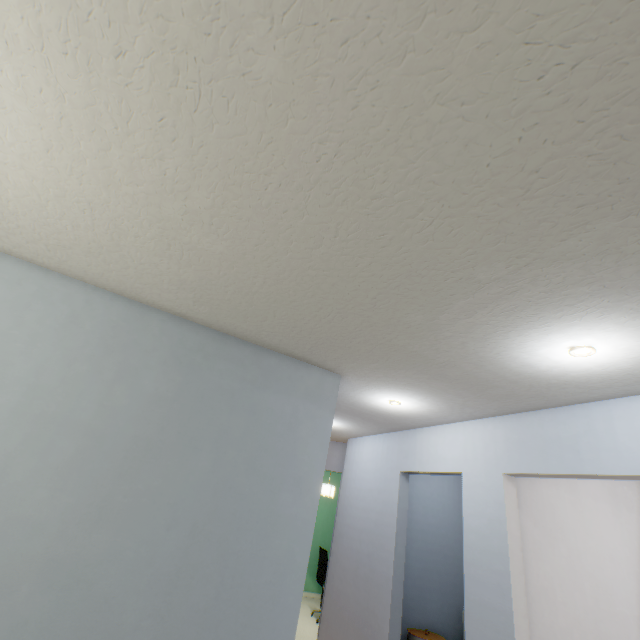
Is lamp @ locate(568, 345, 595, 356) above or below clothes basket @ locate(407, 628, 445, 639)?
above

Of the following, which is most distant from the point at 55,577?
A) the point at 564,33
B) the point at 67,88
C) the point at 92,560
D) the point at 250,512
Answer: the point at 564,33

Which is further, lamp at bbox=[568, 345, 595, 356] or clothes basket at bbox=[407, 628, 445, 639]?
clothes basket at bbox=[407, 628, 445, 639]

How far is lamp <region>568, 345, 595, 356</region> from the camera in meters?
1.4 m

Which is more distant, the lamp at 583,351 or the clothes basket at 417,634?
the clothes basket at 417,634

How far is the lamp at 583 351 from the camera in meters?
1.4 m
